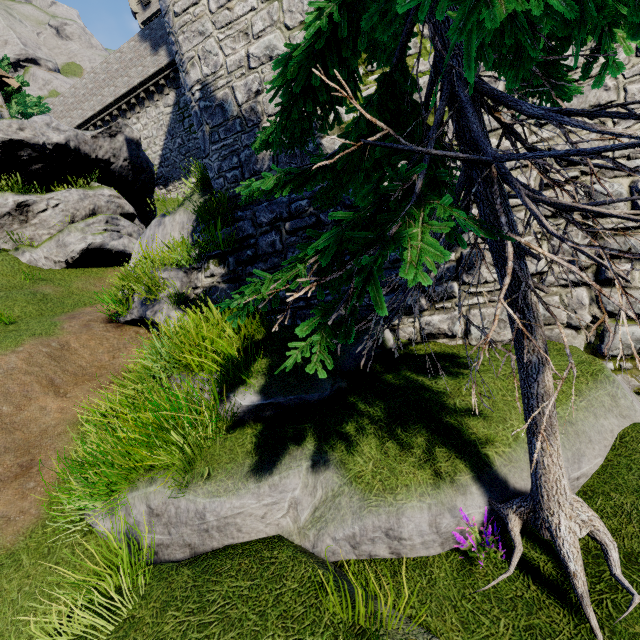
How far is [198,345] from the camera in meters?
5.0 m

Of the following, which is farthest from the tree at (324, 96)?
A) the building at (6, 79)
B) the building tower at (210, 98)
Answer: the building at (6, 79)

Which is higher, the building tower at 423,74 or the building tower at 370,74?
the building tower at 370,74

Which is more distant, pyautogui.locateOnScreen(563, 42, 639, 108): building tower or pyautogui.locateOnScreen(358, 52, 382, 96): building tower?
pyautogui.locateOnScreen(358, 52, 382, 96): building tower

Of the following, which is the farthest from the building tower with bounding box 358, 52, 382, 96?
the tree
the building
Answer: the building

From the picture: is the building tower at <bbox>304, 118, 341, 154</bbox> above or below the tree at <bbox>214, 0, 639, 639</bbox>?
above
